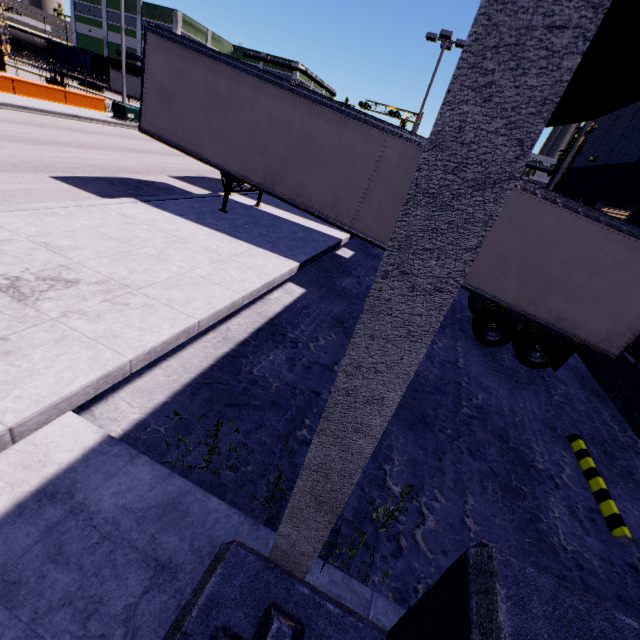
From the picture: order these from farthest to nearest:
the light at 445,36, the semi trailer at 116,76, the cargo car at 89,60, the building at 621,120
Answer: the cargo car at 89,60
the semi trailer at 116,76
the light at 445,36
the building at 621,120

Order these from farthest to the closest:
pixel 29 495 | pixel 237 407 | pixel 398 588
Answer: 1. pixel 237 407
2. pixel 398 588
3. pixel 29 495

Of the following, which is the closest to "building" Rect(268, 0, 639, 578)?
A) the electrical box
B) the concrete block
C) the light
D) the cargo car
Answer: the concrete block

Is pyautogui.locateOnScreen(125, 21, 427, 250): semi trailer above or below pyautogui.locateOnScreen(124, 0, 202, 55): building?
below

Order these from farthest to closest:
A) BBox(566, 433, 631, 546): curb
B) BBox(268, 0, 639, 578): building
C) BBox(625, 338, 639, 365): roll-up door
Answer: BBox(625, 338, 639, 365): roll-up door
BBox(566, 433, 631, 546): curb
BBox(268, 0, 639, 578): building

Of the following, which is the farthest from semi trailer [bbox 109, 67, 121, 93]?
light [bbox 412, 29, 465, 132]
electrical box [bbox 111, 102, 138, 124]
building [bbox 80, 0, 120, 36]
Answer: light [bbox 412, 29, 465, 132]

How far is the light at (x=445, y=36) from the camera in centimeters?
1808cm

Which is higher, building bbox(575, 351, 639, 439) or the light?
the light
